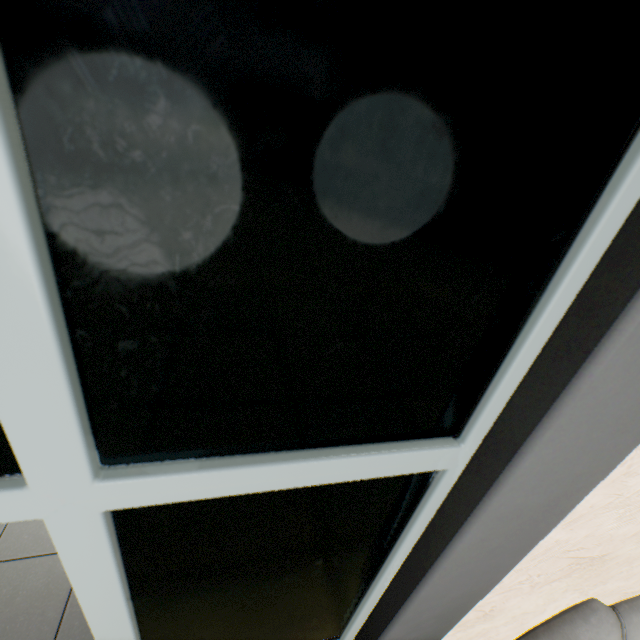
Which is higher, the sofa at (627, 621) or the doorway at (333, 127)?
the doorway at (333, 127)

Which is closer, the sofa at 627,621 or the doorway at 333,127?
the doorway at 333,127

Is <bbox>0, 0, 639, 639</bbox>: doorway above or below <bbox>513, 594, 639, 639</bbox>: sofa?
above

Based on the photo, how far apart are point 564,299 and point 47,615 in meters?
2.8

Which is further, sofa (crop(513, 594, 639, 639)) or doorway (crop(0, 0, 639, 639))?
sofa (crop(513, 594, 639, 639))
